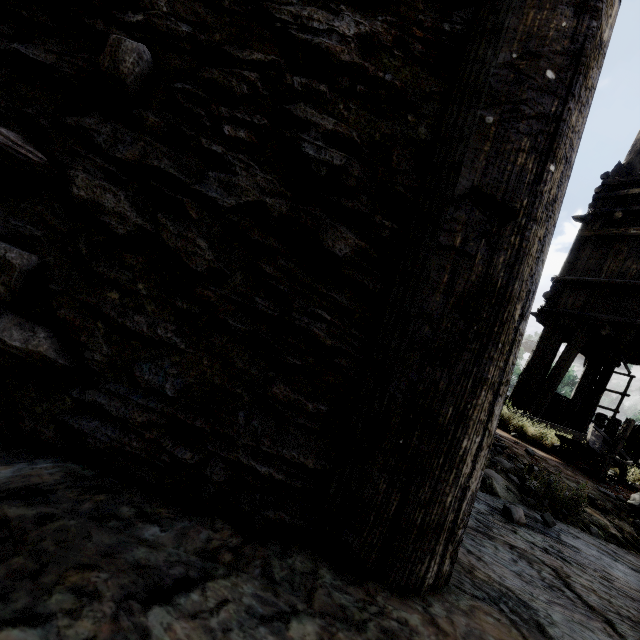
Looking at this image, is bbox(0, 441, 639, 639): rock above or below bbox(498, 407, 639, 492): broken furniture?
below

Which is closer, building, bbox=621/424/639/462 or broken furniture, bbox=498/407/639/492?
broken furniture, bbox=498/407/639/492

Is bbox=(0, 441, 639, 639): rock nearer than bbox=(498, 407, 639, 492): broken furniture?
Yes

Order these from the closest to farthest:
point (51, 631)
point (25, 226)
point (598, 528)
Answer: point (51, 631)
point (25, 226)
point (598, 528)

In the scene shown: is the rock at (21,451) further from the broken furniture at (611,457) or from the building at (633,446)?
the broken furniture at (611,457)

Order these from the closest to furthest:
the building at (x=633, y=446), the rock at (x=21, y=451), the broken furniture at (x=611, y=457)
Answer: the rock at (x=21, y=451) → the broken furniture at (x=611, y=457) → the building at (x=633, y=446)

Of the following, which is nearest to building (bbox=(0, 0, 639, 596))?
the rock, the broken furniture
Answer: the rock
